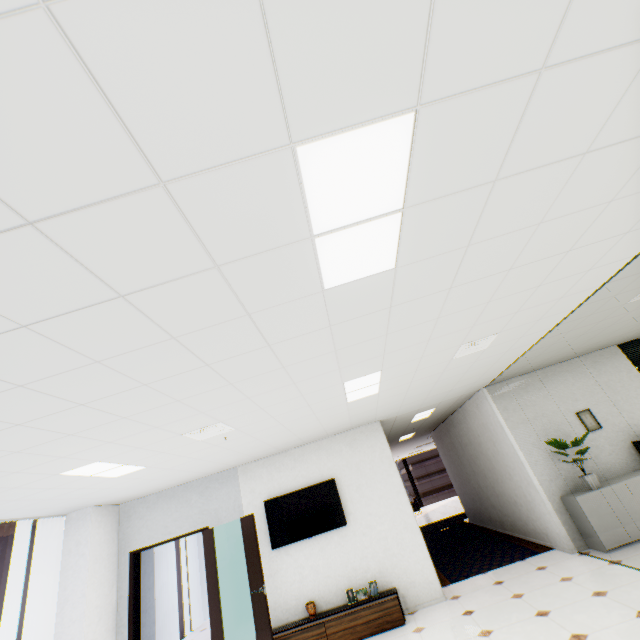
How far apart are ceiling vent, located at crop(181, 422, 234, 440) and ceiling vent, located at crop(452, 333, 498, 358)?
3.0m

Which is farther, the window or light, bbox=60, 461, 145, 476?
the window

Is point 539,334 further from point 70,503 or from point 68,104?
point 70,503

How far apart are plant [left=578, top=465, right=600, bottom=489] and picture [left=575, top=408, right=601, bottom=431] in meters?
0.4

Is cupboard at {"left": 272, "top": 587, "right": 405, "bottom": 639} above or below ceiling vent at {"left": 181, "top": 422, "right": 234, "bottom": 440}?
below

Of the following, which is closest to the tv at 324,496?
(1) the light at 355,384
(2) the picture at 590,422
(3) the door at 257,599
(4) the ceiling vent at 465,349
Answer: (3) the door at 257,599

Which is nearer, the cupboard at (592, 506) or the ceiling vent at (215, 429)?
the ceiling vent at (215, 429)

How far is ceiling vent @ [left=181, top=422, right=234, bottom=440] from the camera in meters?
3.8
